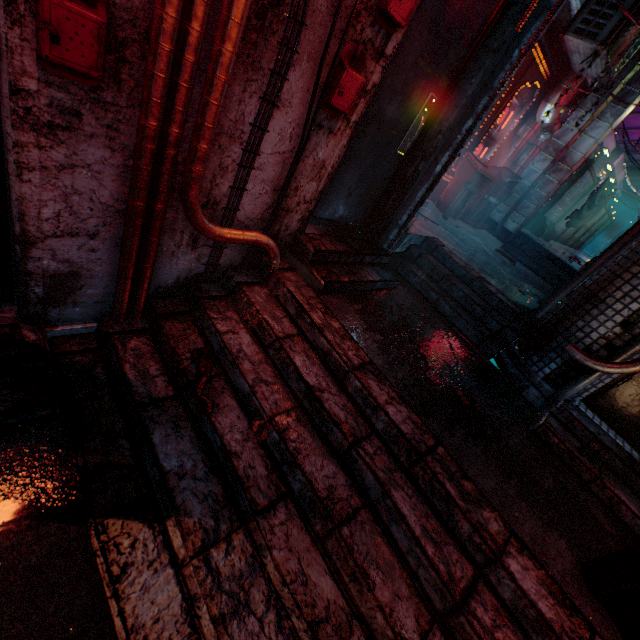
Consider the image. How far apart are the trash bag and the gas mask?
8.9 meters

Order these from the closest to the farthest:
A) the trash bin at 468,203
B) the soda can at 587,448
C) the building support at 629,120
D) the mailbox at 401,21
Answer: the mailbox at 401,21
the soda can at 587,448
the trash bin at 468,203
the building support at 629,120

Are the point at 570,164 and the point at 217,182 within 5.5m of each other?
no

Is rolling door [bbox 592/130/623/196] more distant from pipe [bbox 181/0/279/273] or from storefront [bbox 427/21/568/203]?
pipe [bbox 181/0/279/273]

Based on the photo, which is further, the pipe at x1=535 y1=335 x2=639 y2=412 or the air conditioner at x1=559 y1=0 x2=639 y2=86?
the air conditioner at x1=559 y1=0 x2=639 y2=86

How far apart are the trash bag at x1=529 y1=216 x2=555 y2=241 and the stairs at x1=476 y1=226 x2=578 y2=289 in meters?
1.6

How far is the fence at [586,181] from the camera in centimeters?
789cm

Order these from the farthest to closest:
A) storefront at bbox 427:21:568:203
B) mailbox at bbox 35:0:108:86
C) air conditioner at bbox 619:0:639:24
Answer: storefront at bbox 427:21:568:203 → air conditioner at bbox 619:0:639:24 → mailbox at bbox 35:0:108:86
